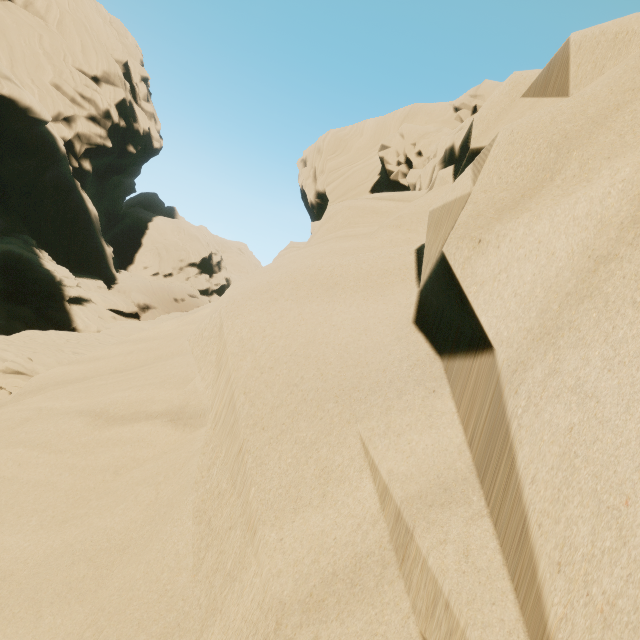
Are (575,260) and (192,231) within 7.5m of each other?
no
